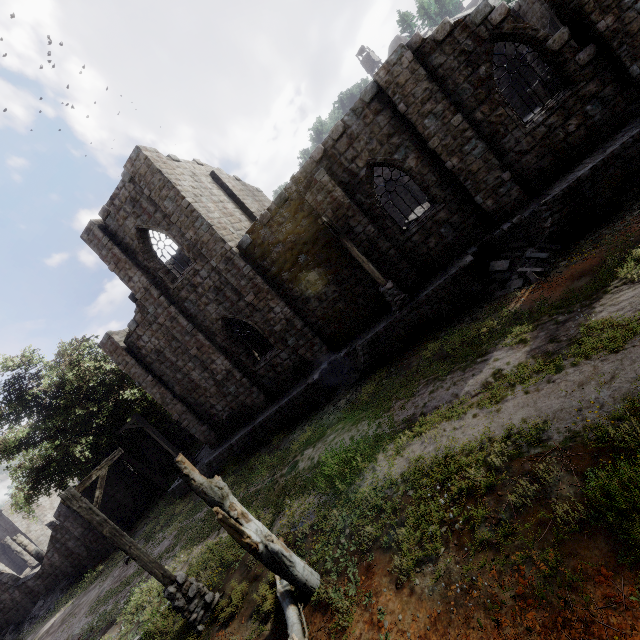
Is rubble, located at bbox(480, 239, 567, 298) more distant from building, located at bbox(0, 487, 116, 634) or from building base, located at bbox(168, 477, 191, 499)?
building, located at bbox(0, 487, 116, 634)

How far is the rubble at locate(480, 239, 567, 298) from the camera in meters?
10.2

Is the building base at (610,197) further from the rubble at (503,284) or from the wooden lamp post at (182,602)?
the wooden lamp post at (182,602)

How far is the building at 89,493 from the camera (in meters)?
21.92

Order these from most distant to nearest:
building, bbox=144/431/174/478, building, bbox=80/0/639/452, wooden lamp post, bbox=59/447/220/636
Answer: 1. building, bbox=144/431/174/478
2. building, bbox=80/0/639/452
3. wooden lamp post, bbox=59/447/220/636

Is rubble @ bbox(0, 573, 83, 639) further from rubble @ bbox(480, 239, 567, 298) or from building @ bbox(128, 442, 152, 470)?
rubble @ bbox(480, 239, 567, 298)

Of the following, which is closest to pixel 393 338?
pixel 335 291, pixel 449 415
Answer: pixel 335 291
